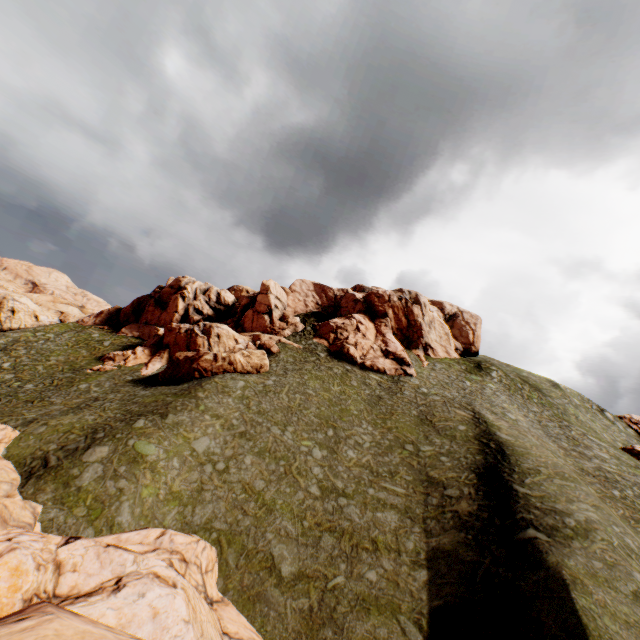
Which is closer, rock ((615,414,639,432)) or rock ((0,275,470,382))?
rock ((0,275,470,382))

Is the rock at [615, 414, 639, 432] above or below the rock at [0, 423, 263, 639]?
above

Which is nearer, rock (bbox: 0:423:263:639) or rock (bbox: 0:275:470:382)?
rock (bbox: 0:423:263:639)

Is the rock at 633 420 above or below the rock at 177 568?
above

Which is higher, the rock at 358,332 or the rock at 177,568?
the rock at 358,332

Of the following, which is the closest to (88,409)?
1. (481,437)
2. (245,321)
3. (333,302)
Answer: (245,321)

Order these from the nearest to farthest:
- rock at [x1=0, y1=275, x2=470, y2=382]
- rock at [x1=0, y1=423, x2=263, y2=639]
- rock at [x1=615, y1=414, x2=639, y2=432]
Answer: rock at [x1=0, y1=423, x2=263, y2=639] → rock at [x1=0, y1=275, x2=470, y2=382] → rock at [x1=615, y1=414, x2=639, y2=432]
